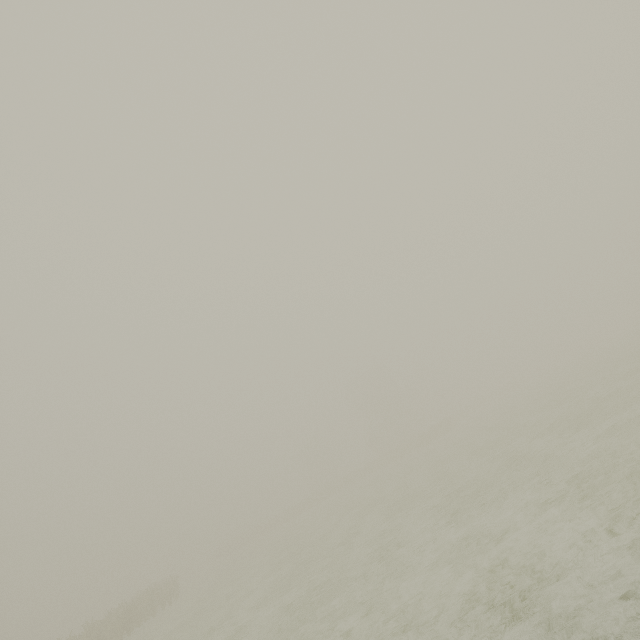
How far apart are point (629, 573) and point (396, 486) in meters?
21.9 m
